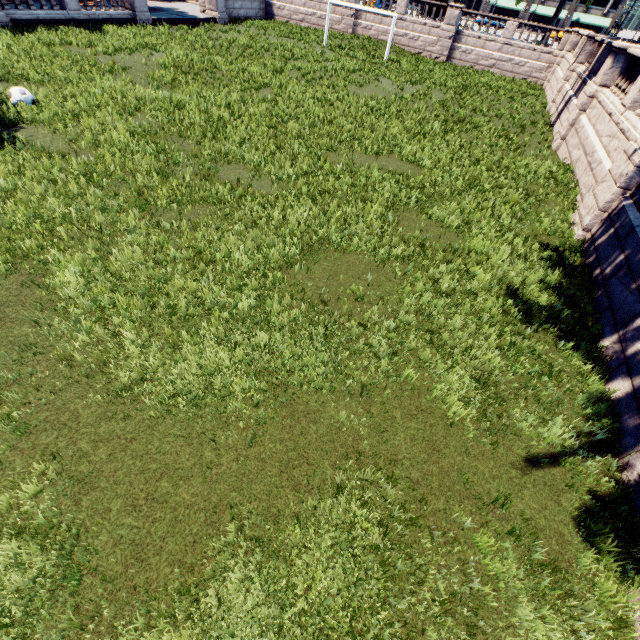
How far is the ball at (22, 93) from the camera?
10.39m

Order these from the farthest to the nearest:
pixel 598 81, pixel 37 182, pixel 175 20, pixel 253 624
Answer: pixel 175 20, pixel 598 81, pixel 37 182, pixel 253 624

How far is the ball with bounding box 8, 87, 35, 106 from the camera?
10.39m
